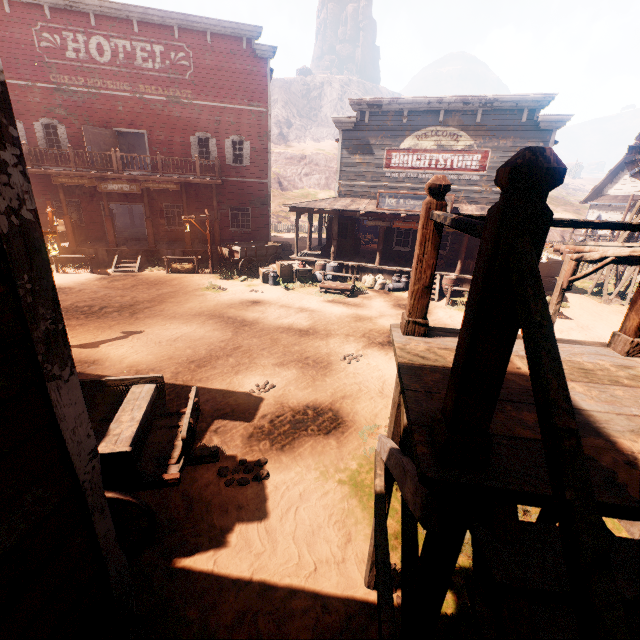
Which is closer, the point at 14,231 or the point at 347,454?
the point at 14,231

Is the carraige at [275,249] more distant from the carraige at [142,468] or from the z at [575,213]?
the carraige at [142,468]

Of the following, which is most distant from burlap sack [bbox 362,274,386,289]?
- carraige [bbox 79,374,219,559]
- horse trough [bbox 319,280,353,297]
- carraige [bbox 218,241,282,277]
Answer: carraige [bbox 79,374,219,559]

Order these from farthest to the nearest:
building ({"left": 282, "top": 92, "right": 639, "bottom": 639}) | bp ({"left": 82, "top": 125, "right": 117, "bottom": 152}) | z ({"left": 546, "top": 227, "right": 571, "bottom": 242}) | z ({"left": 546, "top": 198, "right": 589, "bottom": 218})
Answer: z ({"left": 546, "top": 198, "right": 589, "bottom": 218})
z ({"left": 546, "top": 227, "right": 571, "bottom": 242})
bp ({"left": 82, "top": 125, "right": 117, "bottom": 152})
building ({"left": 282, "top": 92, "right": 639, "bottom": 639})

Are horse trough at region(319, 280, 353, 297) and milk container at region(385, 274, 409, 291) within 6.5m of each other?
yes

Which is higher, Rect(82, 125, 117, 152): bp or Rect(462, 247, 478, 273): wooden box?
Rect(82, 125, 117, 152): bp

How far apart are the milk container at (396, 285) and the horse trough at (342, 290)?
2.0m

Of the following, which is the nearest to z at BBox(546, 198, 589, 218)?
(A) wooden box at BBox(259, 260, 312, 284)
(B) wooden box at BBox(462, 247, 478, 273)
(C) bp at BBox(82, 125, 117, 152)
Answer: (A) wooden box at BBox(259, 260, 312, 284)
